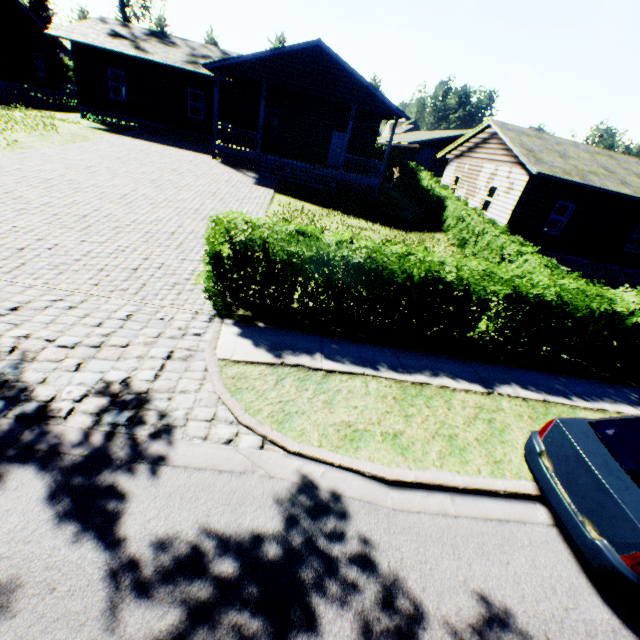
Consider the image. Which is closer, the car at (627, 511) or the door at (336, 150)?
the car at (627, 511)

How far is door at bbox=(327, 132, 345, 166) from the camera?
22.9 meters

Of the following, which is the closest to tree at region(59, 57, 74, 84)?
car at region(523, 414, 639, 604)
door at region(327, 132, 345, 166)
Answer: car at region(523, 414, 639, 604)

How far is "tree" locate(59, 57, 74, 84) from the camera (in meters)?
45.44

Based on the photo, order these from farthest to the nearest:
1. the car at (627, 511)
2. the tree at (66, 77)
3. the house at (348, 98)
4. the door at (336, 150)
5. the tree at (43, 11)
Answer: the tree at (66, 77)
the tree at (43, 11)
the door at (336, 150)
the house at (348, 98)
the car at (627, 511)

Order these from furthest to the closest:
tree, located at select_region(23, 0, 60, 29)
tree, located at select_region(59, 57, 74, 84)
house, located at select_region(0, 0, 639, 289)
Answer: tree, located at select_region(59, 57, 74, 84), tree, located at select_region(23, 0, 60, 29), house, located at select_region(0, 0, 639, 289)

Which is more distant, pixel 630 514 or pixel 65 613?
pixel 630 514

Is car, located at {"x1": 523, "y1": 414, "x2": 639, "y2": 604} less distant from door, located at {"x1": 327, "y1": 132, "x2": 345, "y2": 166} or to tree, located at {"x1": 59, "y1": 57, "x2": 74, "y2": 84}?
door, located at {"x1": 327, "y1": 132, "x2": 345, "y2": 166}
